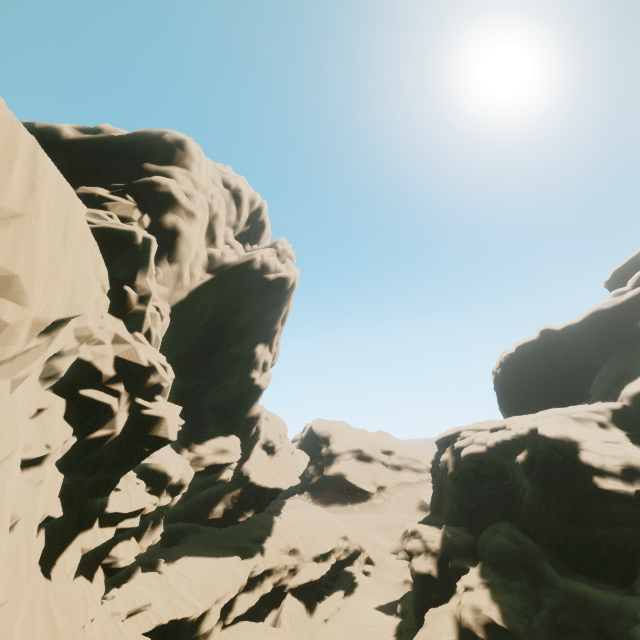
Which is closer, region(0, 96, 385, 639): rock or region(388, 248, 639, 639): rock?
region(0, 96, 385, 639): rock

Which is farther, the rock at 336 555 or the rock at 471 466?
the rock at 471 466

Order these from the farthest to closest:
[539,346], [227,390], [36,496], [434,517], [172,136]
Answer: [539,346] < [434,517] < [227,390] < [172,136] < [36,496]
